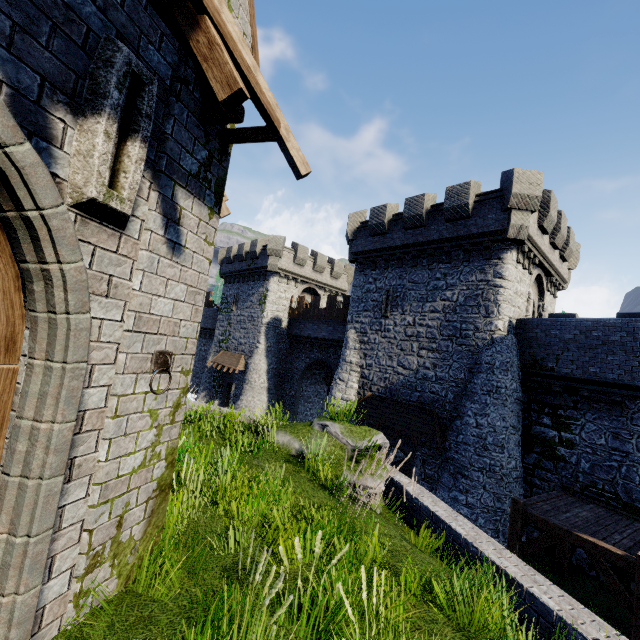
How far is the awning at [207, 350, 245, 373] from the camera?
30.06m

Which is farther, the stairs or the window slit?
the stairs

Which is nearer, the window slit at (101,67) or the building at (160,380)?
the window slit at (101,67)

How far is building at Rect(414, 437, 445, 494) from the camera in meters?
15.9 m

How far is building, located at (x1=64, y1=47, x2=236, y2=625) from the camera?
2.8m

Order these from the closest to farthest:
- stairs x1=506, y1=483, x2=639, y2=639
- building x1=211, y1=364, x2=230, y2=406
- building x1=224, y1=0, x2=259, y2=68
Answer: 1. building x1=224, y1=0, x2=259, y2=68
2. stairs x1=506, y1=483, x2=639, y2=639
3. building x1=211, y1=364, x2=230, y2=406

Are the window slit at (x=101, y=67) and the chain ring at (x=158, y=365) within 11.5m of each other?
yes

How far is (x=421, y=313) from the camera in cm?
1800
